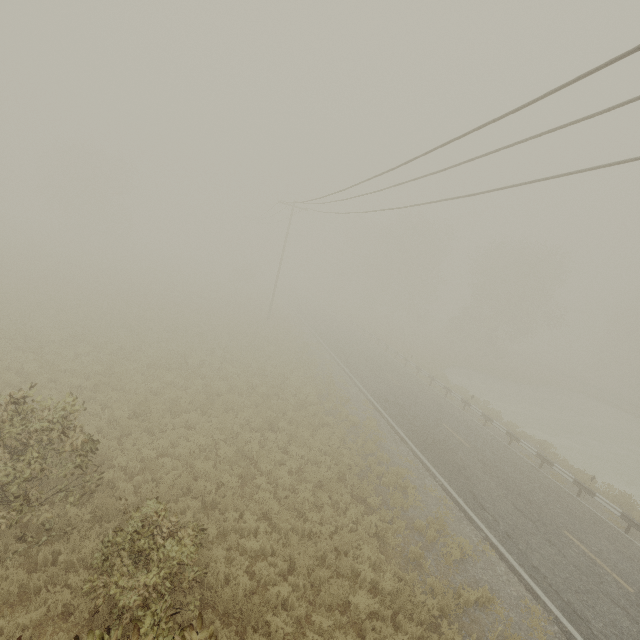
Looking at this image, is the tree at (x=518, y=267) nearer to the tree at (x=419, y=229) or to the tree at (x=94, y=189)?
the tree at (x=419, y=229)

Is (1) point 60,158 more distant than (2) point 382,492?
Yes

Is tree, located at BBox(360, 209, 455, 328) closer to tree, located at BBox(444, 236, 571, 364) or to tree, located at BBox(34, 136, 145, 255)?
tree, located at BBox(444, 236, 571, 364)

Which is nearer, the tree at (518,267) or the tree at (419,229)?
the tree at (518,267)

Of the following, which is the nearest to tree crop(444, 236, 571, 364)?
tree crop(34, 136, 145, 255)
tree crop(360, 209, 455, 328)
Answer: tree crop(360, 209, 455, 328)

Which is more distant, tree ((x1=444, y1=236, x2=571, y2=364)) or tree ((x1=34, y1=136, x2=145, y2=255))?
tree ((x1=34, y1=136, x2=145, y2=255))

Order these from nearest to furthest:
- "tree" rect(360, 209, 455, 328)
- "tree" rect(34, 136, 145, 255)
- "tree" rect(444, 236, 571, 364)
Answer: "tree" rect(444, 236, 571, 364), "tree" rect(34, 136, 145, 255), "tree" rect(360, 209, 455, 328)
